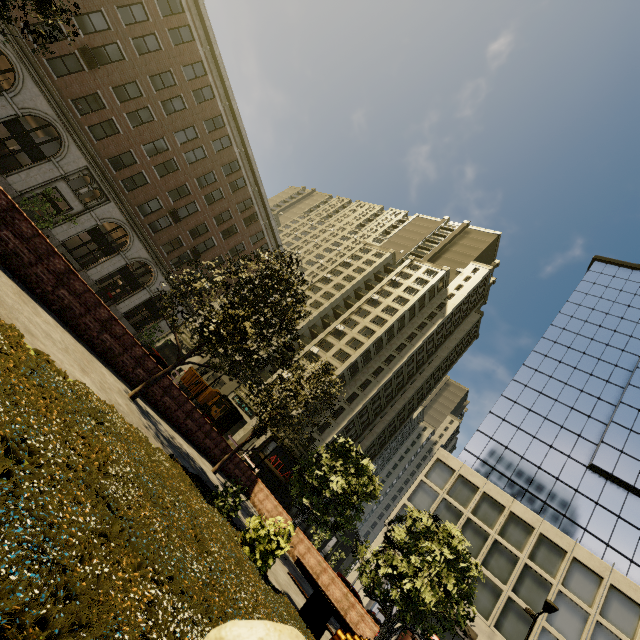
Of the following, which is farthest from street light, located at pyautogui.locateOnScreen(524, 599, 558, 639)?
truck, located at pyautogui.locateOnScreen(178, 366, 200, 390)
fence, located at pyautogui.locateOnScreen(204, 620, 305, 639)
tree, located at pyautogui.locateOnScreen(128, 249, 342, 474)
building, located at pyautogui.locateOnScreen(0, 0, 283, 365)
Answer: truck, located at pyautogui.locateOnScreen(178, 366, 200, 390)

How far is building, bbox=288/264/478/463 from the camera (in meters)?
47.50

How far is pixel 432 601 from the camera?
11.4 meters

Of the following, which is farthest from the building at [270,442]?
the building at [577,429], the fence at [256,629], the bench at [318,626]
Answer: the fence at [256,629]

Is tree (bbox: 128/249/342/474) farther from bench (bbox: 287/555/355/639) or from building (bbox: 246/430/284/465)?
bench (bbox: 287/555/355/639)

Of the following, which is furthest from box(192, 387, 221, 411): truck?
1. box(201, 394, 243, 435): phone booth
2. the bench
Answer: the bench

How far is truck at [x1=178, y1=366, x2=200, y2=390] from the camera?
36.7 meters

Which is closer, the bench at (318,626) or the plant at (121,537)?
the plant at (121,537)
